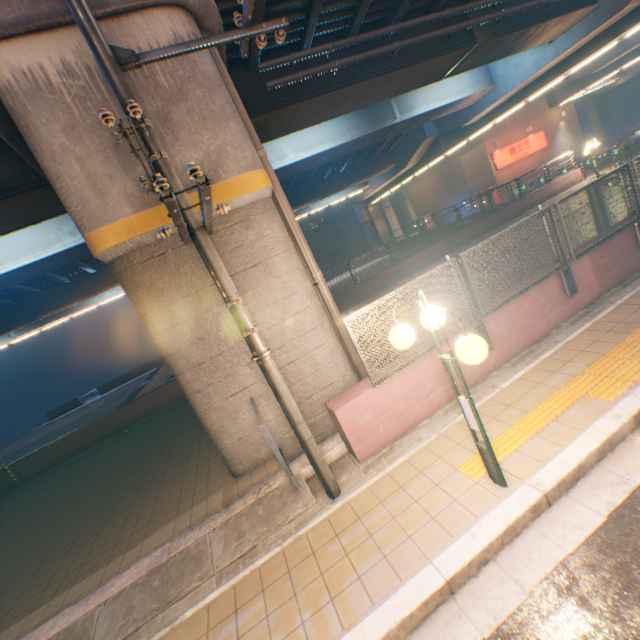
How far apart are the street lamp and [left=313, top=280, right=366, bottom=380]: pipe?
3.2m

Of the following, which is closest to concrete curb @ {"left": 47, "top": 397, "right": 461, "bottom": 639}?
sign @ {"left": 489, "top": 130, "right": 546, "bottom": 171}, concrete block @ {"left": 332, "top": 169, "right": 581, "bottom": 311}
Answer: concrete block @ {"left": 332, "top": 169, "right": 581, "bottom": 311}

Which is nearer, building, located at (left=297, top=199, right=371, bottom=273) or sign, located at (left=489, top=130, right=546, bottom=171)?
sign, located at (left=489, top=130, right=546, bottom=171)

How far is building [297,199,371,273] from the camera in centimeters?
4938cm

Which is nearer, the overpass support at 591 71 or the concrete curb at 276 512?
the concrete curb at 276 512

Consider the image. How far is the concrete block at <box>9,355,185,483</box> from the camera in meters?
12.7 m

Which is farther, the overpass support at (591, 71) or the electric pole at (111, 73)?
the overpass support at (591, 71)

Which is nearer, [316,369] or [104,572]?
[104,572]
